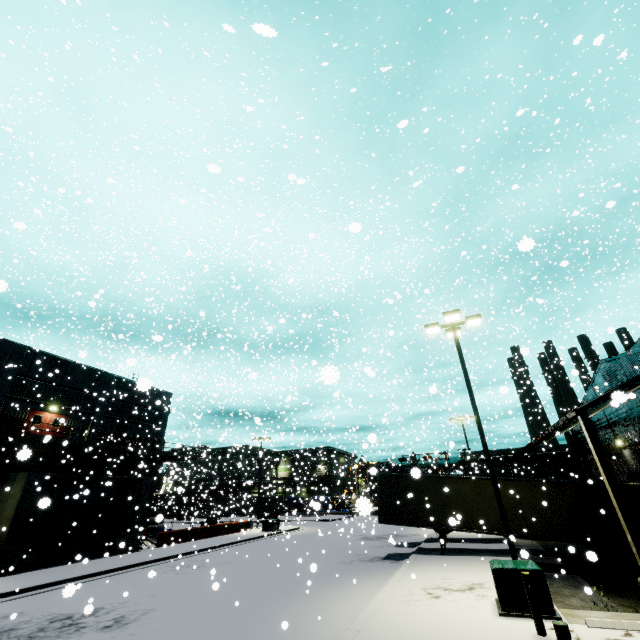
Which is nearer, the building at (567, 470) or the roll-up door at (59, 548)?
the roll-up door at (59, 548)

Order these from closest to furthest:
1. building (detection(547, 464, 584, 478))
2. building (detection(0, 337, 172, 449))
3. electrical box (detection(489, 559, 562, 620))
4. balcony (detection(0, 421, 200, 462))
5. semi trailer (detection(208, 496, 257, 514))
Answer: electrical box (detection(489, 559, 562, 620)), balcony (detection(0, 421, 200, 462)), building (detection(0, 337, 172, 449)), semi trailer (detection(208, 496, 257, 514)), building (detection(547, 464, 584, 478))

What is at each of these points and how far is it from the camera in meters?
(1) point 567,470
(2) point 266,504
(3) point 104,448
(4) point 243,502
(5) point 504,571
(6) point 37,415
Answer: (1) building, 58.8
(2) semi trailer, 52.3
(3) balcony, 27.9
(4) semi trailer, 22.6
(5) electrical box, 9.2
(6) door, 26.5

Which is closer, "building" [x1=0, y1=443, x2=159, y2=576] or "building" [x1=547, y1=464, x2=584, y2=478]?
"building" [x1=0, y1=443, x2=159, y2=576]

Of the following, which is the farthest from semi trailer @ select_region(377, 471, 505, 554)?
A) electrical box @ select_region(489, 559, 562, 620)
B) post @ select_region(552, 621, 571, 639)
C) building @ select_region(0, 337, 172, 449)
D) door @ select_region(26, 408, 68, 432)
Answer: post @ select_region(552, 621, 571, 639)

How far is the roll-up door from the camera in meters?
19.1

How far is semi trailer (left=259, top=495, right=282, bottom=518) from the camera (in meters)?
54.71

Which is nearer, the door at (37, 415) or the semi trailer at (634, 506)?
the semi trailer at (634, 506)
